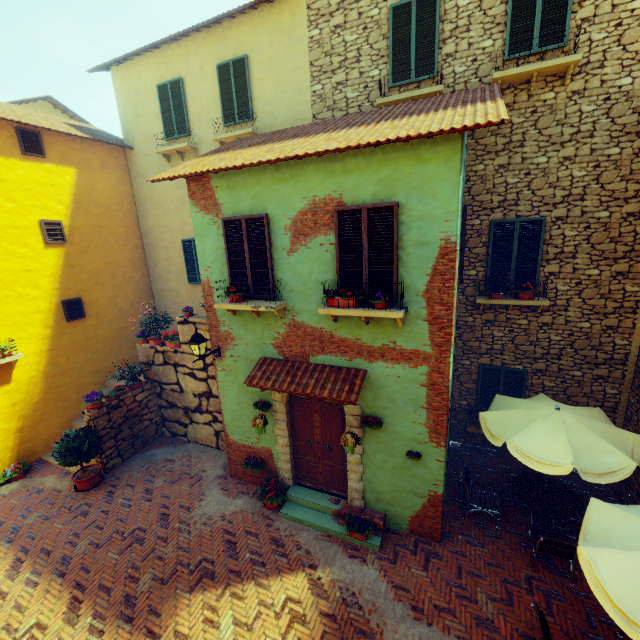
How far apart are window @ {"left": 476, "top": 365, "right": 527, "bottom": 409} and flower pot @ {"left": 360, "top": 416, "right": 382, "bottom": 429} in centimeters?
393cm

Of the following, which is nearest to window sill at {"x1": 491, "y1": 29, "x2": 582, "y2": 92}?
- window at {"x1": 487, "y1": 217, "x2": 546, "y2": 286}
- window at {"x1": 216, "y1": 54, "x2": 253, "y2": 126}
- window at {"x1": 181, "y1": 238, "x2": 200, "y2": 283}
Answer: window at {"x1": 487, "y1": 217, "x2": 546, "y2": 286}

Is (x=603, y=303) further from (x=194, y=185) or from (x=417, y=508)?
(x=194, y=185)

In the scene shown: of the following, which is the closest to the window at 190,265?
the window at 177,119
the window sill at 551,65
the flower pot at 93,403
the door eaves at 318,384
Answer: the window at 177,119

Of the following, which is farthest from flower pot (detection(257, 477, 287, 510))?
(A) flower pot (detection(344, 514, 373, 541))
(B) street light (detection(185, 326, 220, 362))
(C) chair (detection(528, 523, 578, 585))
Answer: (C) chair (detection(528, 523, 578, 585))

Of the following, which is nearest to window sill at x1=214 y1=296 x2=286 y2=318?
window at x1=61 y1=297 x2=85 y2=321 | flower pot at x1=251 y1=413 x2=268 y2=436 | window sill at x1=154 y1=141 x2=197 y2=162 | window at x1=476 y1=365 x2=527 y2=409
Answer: flower pot at x1=251 y1=413 x2=268 y2=436

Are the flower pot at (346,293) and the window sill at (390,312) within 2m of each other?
yes

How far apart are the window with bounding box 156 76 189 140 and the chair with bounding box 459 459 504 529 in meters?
12.5 m
